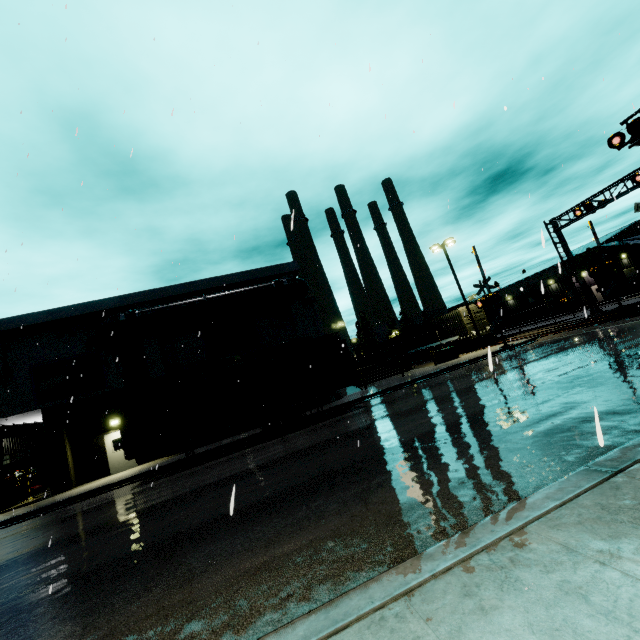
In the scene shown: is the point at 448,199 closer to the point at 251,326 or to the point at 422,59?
the point at 422,59

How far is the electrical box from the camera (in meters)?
25.88

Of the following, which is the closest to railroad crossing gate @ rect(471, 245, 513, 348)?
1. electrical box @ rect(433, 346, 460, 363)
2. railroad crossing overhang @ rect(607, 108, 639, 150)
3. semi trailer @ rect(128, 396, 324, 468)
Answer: electrical box @ rect(433, 346, 460, 363)

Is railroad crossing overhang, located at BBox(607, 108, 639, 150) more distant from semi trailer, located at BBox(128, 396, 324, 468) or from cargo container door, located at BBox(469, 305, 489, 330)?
semi trailer, located at BBox(128, 396, 324, 468)

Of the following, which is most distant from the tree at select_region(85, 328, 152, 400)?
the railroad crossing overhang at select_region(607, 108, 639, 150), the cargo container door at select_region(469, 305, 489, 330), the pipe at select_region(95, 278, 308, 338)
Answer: the cargo container door at select_region(469, 305, 489, 330)

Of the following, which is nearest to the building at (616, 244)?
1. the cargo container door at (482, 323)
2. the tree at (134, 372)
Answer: the tree at (134, 372)

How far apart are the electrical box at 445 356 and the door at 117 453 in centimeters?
2271cm

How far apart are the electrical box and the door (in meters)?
22.71
